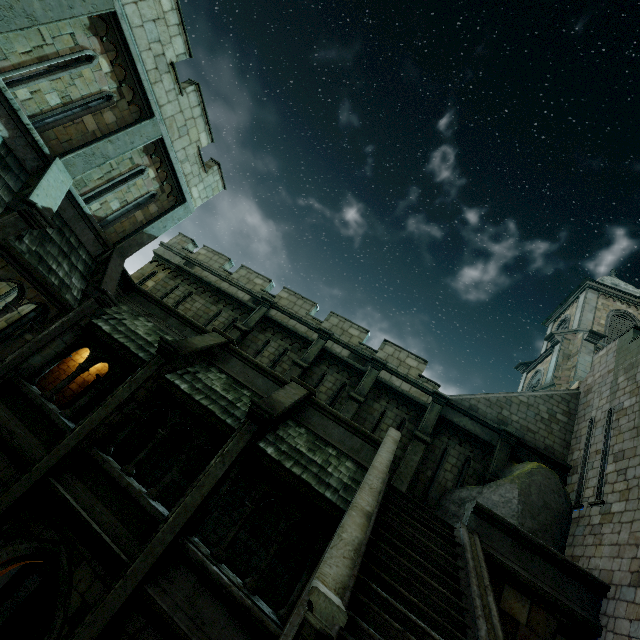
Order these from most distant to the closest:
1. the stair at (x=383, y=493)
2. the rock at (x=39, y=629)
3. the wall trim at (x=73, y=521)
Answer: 1. the rock at (x=39, y=629)
2. the wall trim at (x=73, y=521)
3. the stair at (x=383, y=493)

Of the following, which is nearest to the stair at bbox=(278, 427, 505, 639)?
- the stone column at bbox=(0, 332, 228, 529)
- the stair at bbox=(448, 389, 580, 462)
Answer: the stair at bbox=(448, 389, 580, 462)

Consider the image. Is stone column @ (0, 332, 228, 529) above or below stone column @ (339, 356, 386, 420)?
below

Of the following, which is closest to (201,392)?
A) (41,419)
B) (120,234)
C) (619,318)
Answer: (41,419)

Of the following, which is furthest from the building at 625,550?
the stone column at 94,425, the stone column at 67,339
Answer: the stone column at 94,425

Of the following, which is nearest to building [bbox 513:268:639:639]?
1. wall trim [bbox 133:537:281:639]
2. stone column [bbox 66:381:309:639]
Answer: wall trim [bbox 133:537:281:639]

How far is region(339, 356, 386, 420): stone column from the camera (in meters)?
12.81

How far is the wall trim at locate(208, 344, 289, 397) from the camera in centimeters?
1055cm
